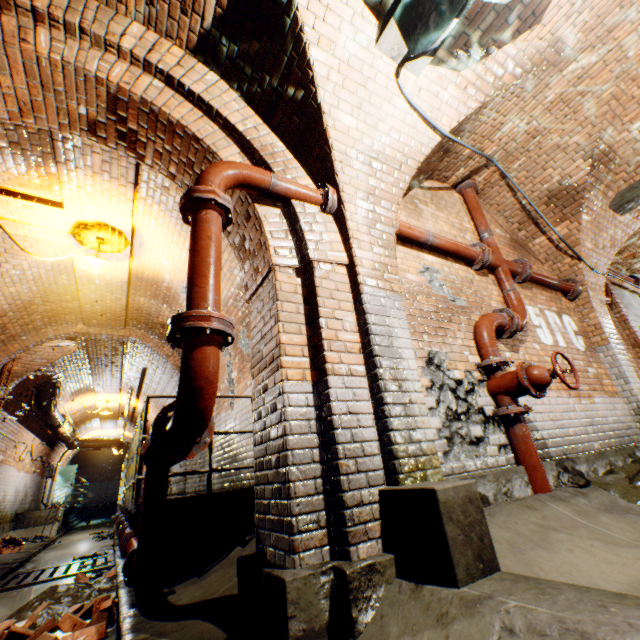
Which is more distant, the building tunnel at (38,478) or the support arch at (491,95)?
the building tunnel at (38,478)

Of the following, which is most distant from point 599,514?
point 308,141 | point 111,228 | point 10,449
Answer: point 10,449

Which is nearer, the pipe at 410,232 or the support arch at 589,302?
the pipe at 410,232

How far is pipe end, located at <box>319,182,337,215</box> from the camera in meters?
3.0 m

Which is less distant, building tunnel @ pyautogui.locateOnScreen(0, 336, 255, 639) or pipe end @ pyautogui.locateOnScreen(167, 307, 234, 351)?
pipe end @ pyautogui.locateOnScreen(167, 307, 234, 351)

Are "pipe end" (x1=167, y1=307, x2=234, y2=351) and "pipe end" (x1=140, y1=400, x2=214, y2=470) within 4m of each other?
yes

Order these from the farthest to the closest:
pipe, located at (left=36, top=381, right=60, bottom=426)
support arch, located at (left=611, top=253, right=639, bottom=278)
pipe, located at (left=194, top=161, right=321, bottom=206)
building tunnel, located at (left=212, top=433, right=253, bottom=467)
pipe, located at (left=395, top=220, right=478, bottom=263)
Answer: pipe, located at (left=36, top=381, right=60, bottom=426) < support arch, located at (left=611, top=253, right=639, bottom=278) < building tunnel, located at (left=212, top=433, right=253, bottom=467) < pipe, located at (left=395, top=220, right=478, bottom=263) < pipe, located at (left=194, top=161, right=321, bottom=206)

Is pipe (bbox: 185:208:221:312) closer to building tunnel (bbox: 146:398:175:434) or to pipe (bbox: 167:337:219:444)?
pipe (bbox: 167:337:219:444)
